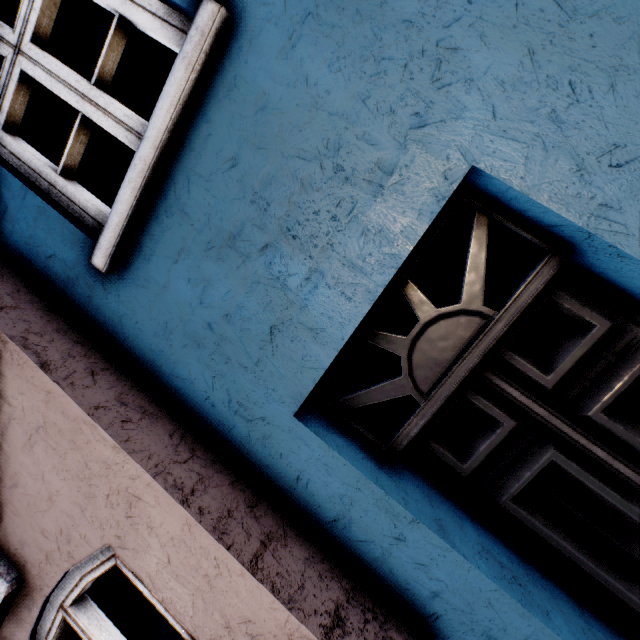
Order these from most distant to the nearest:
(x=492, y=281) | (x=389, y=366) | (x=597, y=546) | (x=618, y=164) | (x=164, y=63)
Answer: (x=164, y=63), (x=492, y=281), (x=389, y=366), (x=597, y=546), (x=618, y=164)
